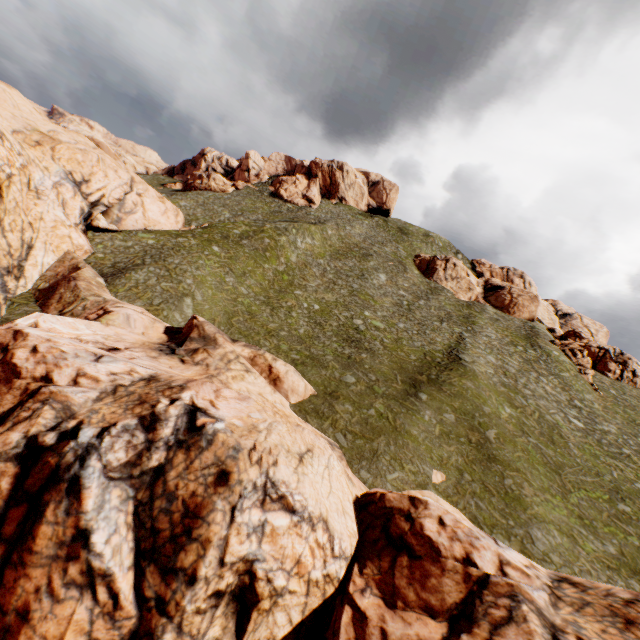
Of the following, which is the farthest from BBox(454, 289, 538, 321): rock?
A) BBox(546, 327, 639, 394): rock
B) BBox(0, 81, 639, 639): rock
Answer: BBox(0, 81, 639, 639): rock

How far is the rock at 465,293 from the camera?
56.59m

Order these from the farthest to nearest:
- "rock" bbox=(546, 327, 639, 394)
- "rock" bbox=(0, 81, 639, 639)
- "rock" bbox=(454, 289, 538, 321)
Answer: "rock" bbox=(454, 289, 538, 321) → "rock" bbox=(546, 327, 639, 394) → "rock" bbox=(0, 81, 639, 639)

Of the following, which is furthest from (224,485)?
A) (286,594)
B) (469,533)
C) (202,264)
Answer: (202,264)

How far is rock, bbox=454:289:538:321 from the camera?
56.59m

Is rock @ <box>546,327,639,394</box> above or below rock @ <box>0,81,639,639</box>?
above

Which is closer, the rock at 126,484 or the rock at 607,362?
the rock at 126,484
